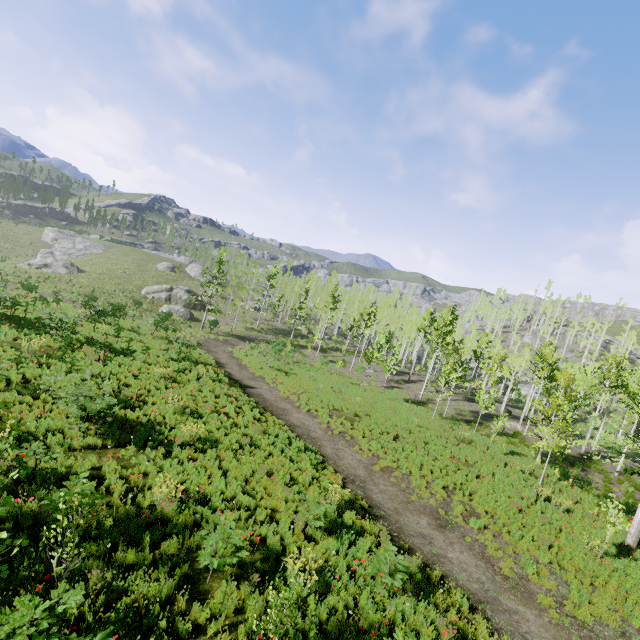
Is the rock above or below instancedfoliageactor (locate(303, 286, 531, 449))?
below

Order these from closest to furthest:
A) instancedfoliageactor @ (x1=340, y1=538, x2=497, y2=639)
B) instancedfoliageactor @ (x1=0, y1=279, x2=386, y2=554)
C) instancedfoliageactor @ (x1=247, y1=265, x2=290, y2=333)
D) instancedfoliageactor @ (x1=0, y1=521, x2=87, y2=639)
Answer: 1. instancedfoliageactor @ (x1=0, y1=521, x2=87, y2=639)
2. instancedfoliageactor @ (x1=340, y1=538, x2=497, y2=639)
3. instancedfoliageactor @ (x1=0, y1=279, x2=386, y2=554)
4. instancedfoliageactor @ (x1=247, y1=265, x2=290, y2=333)

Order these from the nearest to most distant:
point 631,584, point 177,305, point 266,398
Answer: point 631,584 → point 266,398 → point 177,305

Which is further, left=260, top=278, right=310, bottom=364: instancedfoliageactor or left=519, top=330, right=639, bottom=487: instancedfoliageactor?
left=260, top=278, right=310, bottom=364: instancedfoliageactor

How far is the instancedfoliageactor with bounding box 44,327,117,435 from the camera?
9.3m

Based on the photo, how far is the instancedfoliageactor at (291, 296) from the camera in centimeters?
3219cm

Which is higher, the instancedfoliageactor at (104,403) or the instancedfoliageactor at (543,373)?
the instancedfoliageactor at (543,373)
